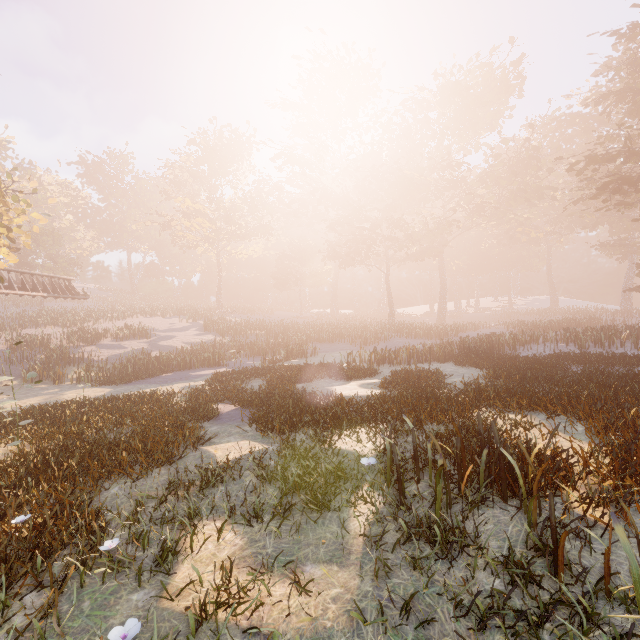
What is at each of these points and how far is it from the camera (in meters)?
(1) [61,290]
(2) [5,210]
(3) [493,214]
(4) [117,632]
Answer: (1) roller coaster, 28.67
(2) tree, 20.05
(3) instancedfoliageactor, 43.59
(4) instancedfoliageactor, 2.74

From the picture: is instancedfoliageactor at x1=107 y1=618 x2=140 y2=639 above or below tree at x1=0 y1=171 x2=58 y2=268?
below

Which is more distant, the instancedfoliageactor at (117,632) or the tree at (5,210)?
the tree at (5,210)

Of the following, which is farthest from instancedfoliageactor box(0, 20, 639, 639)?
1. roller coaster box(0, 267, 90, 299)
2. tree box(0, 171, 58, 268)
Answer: tree box(0, 171, 58, 268)

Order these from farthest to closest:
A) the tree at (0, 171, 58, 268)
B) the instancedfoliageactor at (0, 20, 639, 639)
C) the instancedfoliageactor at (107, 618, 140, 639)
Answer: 1. the tree at (0, 171, 58, 268)
2. the instancedfoliageactor at (0, 20, 639, 639)
3. the instancedfoliageactor at (107, 618, 140, 639)

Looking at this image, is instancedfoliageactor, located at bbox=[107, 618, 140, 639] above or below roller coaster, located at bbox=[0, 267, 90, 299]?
below

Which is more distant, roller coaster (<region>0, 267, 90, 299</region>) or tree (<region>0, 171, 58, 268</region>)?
roller coaster (<region>0, 267, 90, 299</region>)

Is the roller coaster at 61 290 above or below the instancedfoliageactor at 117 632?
above
